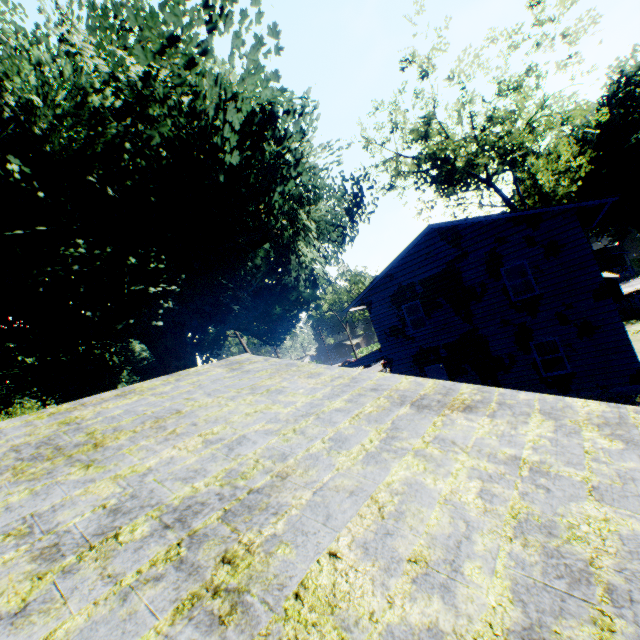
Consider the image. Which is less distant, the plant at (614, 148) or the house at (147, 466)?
the house at (147, 466)

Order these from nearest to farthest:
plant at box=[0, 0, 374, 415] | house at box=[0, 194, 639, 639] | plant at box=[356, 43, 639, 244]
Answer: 1. house at box=[0, 194, 639, 639]
2. plant at box=[0, 0, 374, 415]
3. plant at box=[356, 43, 639, 244]

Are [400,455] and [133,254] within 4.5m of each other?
no

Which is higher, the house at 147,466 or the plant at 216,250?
the plant at 216,250

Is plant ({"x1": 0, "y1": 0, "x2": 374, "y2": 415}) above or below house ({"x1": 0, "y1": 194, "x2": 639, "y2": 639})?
above

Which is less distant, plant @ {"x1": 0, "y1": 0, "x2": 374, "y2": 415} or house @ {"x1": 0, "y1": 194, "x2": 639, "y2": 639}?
house @ {"x1": 0, "y1": 194, "x2": 639, "y2": 639}
